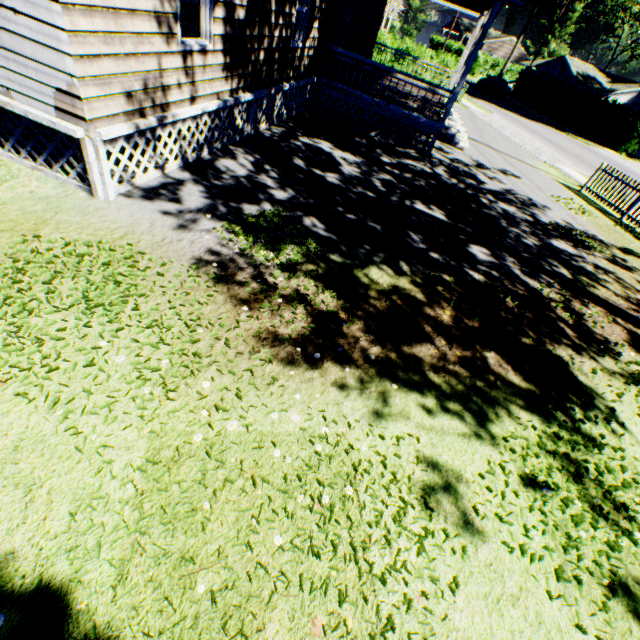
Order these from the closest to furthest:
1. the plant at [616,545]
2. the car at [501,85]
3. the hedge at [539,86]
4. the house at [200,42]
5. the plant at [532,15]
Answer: the plant at [616,545]
the house at [200,42]
the hedge at [539,86]
the car at [501,85]
the plant at [532,15]

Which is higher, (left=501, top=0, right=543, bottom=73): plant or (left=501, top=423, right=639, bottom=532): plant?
(left=501, top=0, right=543, bottom=73): plant

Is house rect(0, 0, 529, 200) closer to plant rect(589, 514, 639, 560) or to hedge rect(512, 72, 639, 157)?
plant rect(589, 514, 639, 560)

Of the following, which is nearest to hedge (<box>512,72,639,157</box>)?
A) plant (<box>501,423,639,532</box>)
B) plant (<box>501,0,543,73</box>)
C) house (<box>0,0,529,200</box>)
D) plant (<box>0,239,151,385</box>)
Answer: house (<box>0,0,529,200</box>)

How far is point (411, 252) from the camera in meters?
6.7 m

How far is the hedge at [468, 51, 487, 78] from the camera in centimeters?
4834cm

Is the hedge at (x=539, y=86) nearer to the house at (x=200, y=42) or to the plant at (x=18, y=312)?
the house at (x=200, y=42)

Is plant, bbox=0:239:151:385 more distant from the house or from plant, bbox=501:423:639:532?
the house
